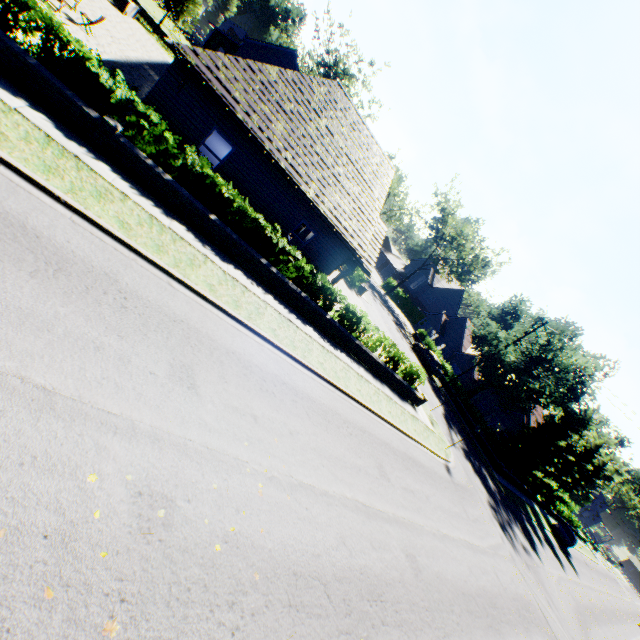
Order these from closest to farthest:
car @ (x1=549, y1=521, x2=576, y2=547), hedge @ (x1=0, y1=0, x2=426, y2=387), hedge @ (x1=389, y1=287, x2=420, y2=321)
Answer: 1. hedge @ (x1=0, y1=0, x2=426, y2=387)
2. car @ (x1=549, y1=521, x2=576, y2=547)
3. hedge @ (x1=389, y1=287, x2=420, y2=321)

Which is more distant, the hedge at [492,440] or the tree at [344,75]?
the tree at [344,75]

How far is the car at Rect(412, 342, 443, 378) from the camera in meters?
34.6 m

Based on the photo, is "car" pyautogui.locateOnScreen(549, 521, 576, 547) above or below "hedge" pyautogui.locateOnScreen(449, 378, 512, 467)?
below

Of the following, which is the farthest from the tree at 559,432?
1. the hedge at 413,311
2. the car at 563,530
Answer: the car at 563,530

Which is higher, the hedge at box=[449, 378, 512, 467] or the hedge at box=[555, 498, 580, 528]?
the hedge at box=[555, 498, 580, 528]

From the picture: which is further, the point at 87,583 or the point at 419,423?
the point at 419,423

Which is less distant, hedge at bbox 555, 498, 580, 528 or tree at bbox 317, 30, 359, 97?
hedge at bbox 555, 498, 580, 528
